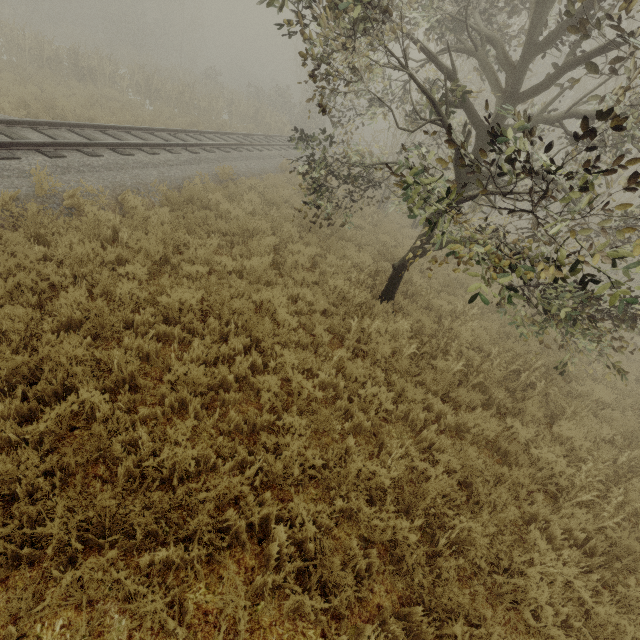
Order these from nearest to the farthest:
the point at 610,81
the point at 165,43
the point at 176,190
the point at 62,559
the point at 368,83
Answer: the point at 62,559 → the point at 368,83 → the point at 176,190 → the point at 610,81 → the point at 165,43

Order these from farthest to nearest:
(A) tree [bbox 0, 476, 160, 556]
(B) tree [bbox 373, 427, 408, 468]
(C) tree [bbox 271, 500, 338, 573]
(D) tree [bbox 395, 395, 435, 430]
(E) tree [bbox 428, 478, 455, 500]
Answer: (D) tree [bbox 395, 395, 435, 430] < (B) tree [bbox 373, 427, 408, 468] < (E) tree [bbox 428, 478, 455, 500] < (C) tree [bbox 271, 500, 338, 573] < (A) tree [bbox 0, 476, 160, 556]

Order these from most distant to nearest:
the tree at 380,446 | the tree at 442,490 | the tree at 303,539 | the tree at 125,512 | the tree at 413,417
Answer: the tree at 413,417 < the tree at 380,446 < the tree at 442,490 < the tree at 303,539 < the tree at 125,512

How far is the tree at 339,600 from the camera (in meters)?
2.93

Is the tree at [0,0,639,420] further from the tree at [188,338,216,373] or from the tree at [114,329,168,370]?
the tree at [114,329,168,370]

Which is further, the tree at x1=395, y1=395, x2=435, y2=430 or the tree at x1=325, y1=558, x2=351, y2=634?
the tree at x1=395, y1=395, x2=435, y2=430

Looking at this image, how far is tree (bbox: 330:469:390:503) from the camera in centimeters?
383cm
